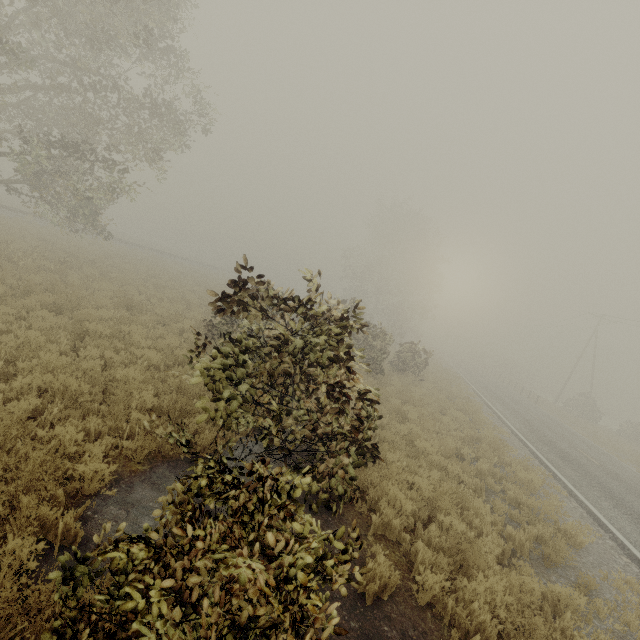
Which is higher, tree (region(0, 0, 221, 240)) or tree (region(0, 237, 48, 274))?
tree (region(0, 0, 221, 240))

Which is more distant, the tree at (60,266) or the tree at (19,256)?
the tree at (60,266)

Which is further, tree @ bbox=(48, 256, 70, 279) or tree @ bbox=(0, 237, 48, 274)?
tree @ bbox=(48, 256, 70, 279)

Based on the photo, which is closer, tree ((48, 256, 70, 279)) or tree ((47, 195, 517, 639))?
tree ((47, 195, 517, 639))

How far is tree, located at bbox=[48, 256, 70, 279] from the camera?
13.4m

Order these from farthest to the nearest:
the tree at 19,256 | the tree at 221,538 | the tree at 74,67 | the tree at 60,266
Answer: the tree at 60,266, the tree at 19,256, the tree at 74,67, the tree at 221,538

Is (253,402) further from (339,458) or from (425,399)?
(425,399)

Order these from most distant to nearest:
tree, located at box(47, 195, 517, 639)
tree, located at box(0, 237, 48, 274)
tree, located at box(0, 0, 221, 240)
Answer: tree, located at box(0, 237, 48, 274) → tree, located at box(0, 0, 221, 240) → tree, located at box(47, 195, 517, 639)
